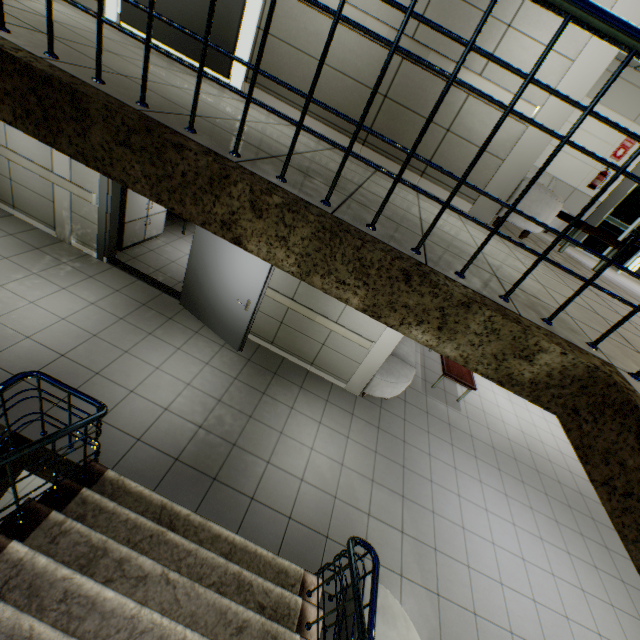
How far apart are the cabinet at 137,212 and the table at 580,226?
7.03m

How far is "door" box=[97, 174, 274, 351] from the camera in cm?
475

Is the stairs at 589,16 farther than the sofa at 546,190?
No

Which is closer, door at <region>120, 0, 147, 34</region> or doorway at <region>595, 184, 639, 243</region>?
door at <region>120, 0, 147, 34</region>

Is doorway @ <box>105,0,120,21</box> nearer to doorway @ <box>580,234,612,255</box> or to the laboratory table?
the laboratory table

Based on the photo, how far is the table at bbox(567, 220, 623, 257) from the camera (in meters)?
4.89

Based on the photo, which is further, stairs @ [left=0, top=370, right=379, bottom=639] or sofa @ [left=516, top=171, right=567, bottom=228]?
sofa @ [left=516, top=171, right=567, bottom=228]

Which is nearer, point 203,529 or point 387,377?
point 203,529
